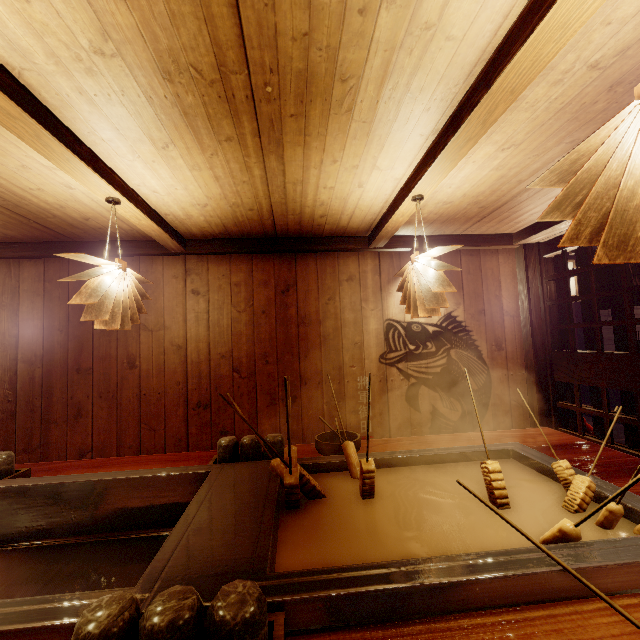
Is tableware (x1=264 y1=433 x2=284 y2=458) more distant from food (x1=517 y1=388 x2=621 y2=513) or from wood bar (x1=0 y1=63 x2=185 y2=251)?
wood bar (x1=0 y1=63 x2=185 y2=251)

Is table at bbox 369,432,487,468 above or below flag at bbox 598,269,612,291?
below

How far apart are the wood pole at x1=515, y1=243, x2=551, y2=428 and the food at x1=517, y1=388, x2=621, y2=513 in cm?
401

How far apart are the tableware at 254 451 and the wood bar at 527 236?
5.3 meters

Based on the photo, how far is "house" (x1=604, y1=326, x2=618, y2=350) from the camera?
A: 14.15m

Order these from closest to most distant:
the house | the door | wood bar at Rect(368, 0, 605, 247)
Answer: wood bar at Rect(368, 0, 605, 247)
the door
the house

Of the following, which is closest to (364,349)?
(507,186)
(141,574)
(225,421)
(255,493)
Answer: (225,421)

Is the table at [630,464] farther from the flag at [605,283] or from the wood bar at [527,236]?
the wood bar at [527,236]
